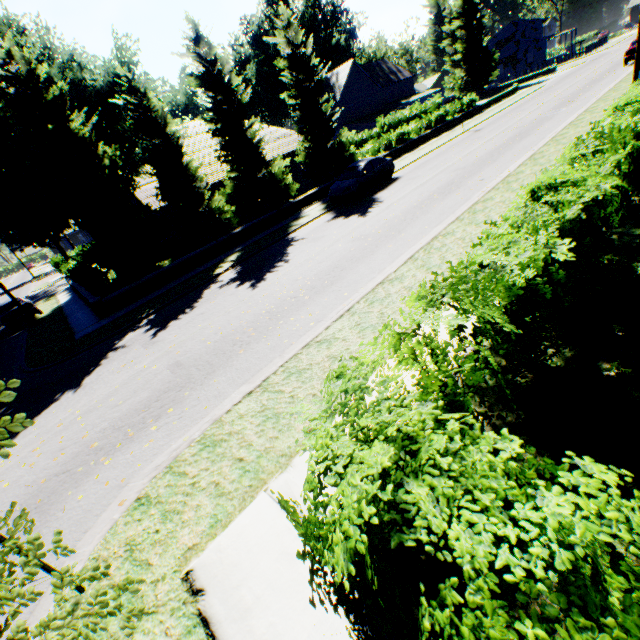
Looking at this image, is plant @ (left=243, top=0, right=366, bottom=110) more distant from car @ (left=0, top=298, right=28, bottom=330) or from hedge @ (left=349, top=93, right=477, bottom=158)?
car @ (left=0, top=298, right=28, bottom=330)

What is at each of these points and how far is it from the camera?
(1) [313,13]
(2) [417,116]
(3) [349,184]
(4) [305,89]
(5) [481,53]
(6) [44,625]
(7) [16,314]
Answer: (1) plant, 59.8 meters
(2) hedge, 33.2 meters
(3) car, 17.9 meters
(4) tree, 20.8 meters
(5) plant, 50.0 meters
(6) tree, 1.4 meters
(7) car, 19.8 meters

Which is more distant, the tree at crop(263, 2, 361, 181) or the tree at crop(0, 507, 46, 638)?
the tree at crop(263, 2, 361, 181)

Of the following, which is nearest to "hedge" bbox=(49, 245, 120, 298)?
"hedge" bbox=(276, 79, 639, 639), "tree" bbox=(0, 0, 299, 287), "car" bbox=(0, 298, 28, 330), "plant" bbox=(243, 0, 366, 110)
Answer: "tree" bbox=(0, 0, 299, 287)

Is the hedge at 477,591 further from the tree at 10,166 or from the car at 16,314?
the car at 16,314

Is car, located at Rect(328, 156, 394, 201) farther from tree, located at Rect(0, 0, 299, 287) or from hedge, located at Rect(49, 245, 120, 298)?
hedge, located at Rect(49, 245, 120, 298)

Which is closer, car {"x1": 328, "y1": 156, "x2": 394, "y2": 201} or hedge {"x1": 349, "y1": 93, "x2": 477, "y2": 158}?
car {"x1": 328, "y1": 156, "x2": 394, "y2": 201}

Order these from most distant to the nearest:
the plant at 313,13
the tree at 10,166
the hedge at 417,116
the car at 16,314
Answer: the plant at 313,13 → the hedge at 417,116 → the car at 16,314 → the tree at 10,166
